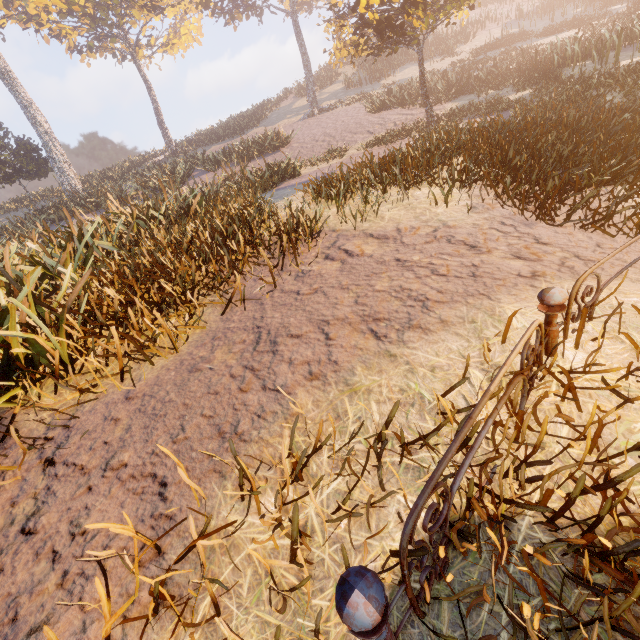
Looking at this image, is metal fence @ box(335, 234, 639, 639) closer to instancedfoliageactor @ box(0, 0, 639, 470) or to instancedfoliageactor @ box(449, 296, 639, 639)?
instancedfoliageactor @ box(449, 296, 639, 639)

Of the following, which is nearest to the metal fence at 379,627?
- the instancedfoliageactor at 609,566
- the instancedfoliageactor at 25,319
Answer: the instancedfoliageactor at 609,566

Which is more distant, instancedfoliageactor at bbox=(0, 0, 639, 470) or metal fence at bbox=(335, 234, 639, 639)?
instancedfoliageactor at bbox=(0, 0, 639, 470)

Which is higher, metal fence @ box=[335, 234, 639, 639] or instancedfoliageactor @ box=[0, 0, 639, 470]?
instancedfoliageactor @ box=[0, 0, 639, 470]

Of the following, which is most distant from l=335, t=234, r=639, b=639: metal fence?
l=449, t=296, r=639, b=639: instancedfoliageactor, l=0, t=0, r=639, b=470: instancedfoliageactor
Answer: l=0, t=0, r=639, b=470: instancedfoliageactor

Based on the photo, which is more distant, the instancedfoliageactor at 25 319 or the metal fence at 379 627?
the instancedfoliageactor at 25 319

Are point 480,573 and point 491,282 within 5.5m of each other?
yes
